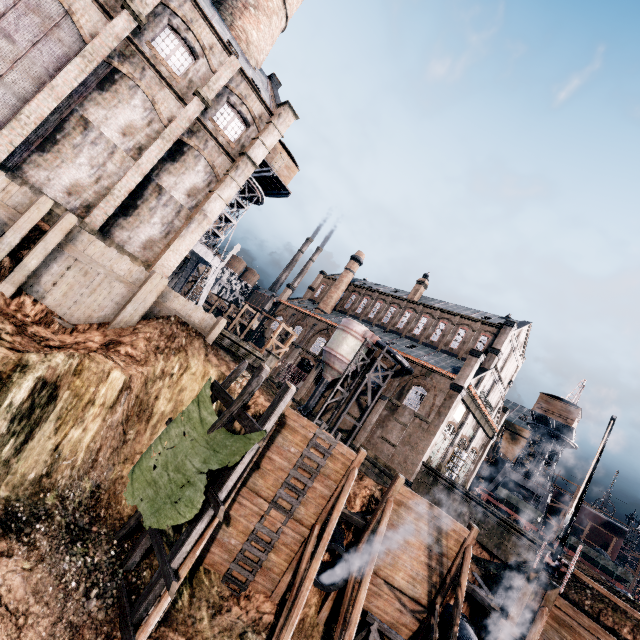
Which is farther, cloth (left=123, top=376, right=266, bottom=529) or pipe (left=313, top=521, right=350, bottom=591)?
pipe (left=313, top=521, right=350, bottom=591)

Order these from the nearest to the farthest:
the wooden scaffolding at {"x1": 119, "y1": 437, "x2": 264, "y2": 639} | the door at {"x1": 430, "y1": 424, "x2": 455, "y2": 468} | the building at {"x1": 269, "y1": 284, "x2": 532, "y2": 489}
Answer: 1. the wooden scaffolding at {"x1": 119, "y1": 437, "x2": 264, "y2": 639}
2. the building at {"x1": 269, "y1": 284, "x2": 532, "y2": 489}
3. the door at {"x1": 430, "y1": 424, "x2": 455, "y2": 468}

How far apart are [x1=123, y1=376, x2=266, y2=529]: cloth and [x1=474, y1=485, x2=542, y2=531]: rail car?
40.47m

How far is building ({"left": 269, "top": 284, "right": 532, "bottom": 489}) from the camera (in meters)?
35.00

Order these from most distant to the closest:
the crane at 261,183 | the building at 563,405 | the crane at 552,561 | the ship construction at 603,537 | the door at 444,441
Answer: the ship construction at 603,537 < the building at 563,405 < the crane at 261,183 < the door at 444,441 < the crane at 552,561

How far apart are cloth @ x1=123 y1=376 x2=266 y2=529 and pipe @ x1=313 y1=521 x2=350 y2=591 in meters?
6.5 m

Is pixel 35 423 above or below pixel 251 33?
below

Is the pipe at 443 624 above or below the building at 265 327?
below
